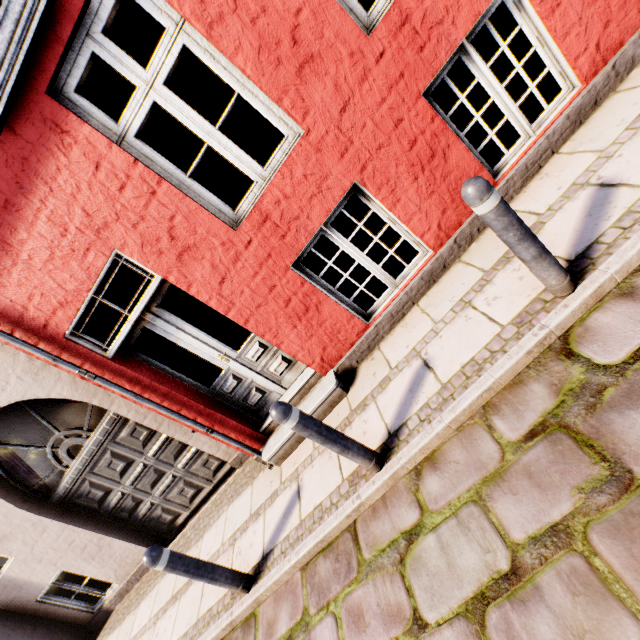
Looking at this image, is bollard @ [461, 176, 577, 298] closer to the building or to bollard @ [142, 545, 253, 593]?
the building

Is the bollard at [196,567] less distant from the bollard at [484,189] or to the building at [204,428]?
the building at [204,428]

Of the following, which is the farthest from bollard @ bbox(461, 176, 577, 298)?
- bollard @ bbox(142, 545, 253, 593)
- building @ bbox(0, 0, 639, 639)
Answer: bollard @ bbox(142, 545, 253, 593)

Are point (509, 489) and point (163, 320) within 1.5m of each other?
no

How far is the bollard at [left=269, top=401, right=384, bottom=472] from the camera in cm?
240

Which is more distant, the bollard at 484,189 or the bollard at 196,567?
the bollard at 196,567

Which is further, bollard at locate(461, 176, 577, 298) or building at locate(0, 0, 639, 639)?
building at locate(0, 0, 639, 639)
